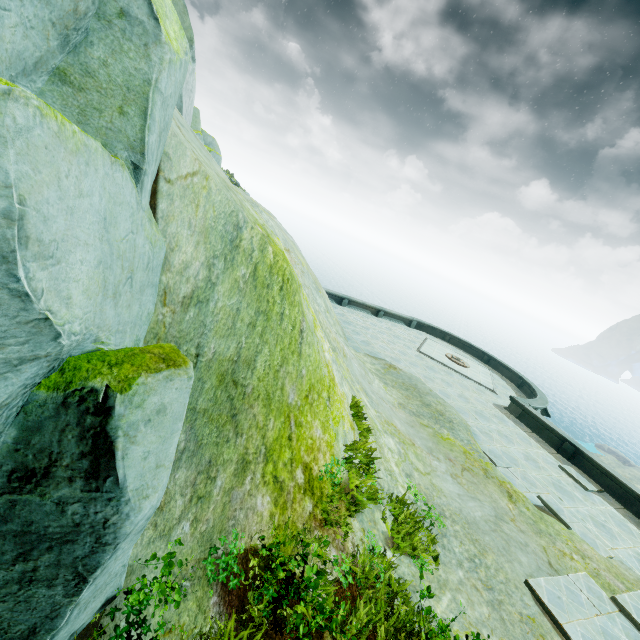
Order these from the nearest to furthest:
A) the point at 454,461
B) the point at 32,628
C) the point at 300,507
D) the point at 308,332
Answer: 1. the point at 32,628
2. the point at 300,507
3. the point at 308,332
4. the point at 454,461

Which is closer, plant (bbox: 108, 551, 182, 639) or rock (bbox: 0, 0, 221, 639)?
rock (bbox: 0, 0, 221, 639)

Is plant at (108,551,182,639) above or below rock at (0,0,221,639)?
below

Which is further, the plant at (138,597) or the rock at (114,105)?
the plant at (138,597)

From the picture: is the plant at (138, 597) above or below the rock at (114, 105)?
below
